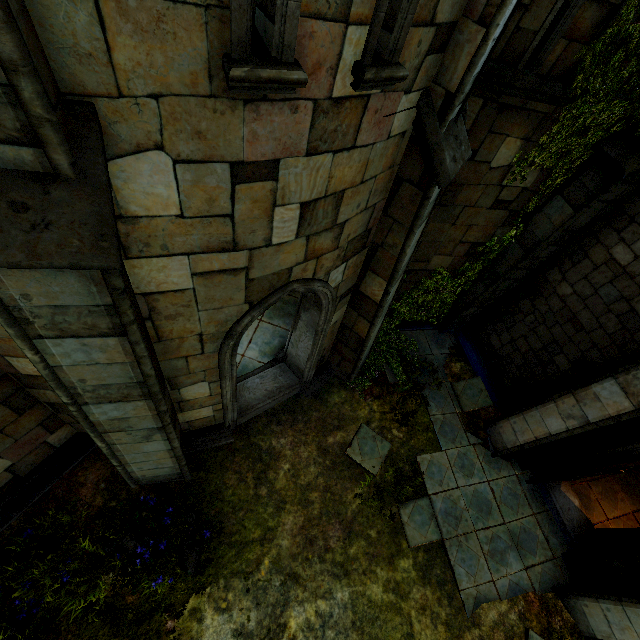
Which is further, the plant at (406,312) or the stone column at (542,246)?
the plant at (406,312)

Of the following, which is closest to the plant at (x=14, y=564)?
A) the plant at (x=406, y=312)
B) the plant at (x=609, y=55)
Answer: the plant at (x=406, y=312)

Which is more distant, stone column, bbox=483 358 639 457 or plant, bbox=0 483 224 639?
stone column, bbox=483 358 639 457

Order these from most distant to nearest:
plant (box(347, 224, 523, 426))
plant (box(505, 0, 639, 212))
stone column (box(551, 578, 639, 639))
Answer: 1. plant (box(347, 224, 523, 426))
2. stone column (box(551, 578, 639, 639))
3. plant (box(505, 0, 639, 212))

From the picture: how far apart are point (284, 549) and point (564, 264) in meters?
8.1 m

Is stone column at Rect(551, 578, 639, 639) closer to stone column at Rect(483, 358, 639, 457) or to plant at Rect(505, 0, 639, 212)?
stone column at Rect(483, 358, 639, 457)

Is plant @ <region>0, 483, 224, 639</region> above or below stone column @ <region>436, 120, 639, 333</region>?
below

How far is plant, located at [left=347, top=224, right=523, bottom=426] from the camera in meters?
7.6 m
